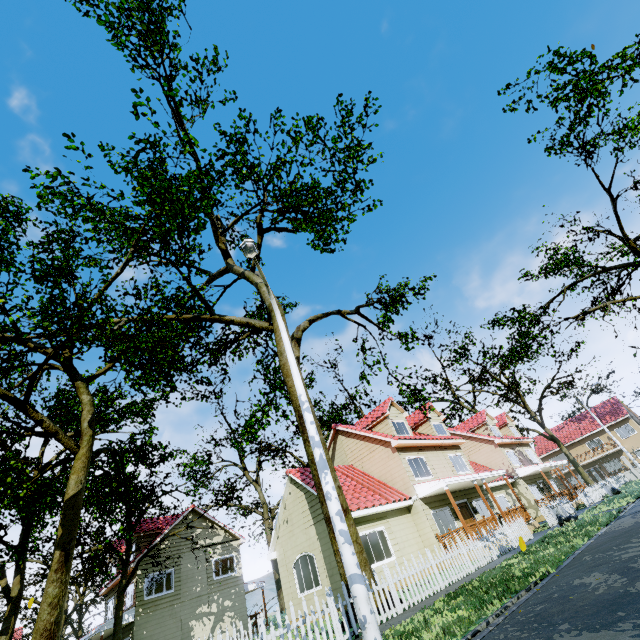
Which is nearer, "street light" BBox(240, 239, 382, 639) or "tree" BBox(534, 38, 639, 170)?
"street light" BBox(240, 239, 382, 639)

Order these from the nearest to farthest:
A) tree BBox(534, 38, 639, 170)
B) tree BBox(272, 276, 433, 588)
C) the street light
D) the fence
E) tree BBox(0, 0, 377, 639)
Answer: the street light
tree BBox(534, 38, 639, 170)
tree BBox(272, 276, 433, 588)
tree BBox(0, 0, 377, 639)
the fence

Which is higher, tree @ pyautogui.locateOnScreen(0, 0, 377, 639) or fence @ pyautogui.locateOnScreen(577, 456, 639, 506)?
tree @ pyautogui.locateOnScreen(0, 0, 377, 639)

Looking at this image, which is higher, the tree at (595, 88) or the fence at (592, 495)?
the tree at (595, 88)

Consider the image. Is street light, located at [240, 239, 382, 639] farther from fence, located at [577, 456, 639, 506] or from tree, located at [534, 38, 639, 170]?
tree, located at [534, 38, 639, 170]

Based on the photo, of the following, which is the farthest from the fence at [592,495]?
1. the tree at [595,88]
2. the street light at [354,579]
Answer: the street light at [354,579]

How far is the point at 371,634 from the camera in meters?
5.3 m

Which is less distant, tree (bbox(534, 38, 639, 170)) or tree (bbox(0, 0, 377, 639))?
tree (bbox(534, 38, 639, 170))
